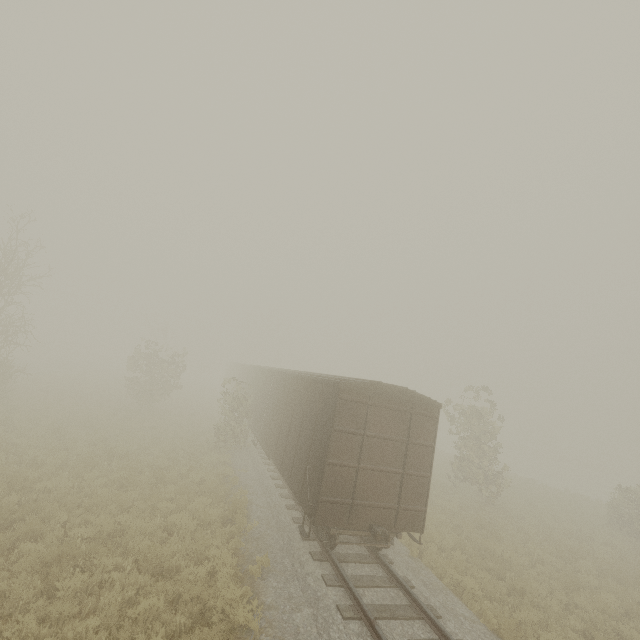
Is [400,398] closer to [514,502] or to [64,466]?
[64,466]

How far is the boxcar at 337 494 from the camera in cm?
853

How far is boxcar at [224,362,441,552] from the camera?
8.5m
